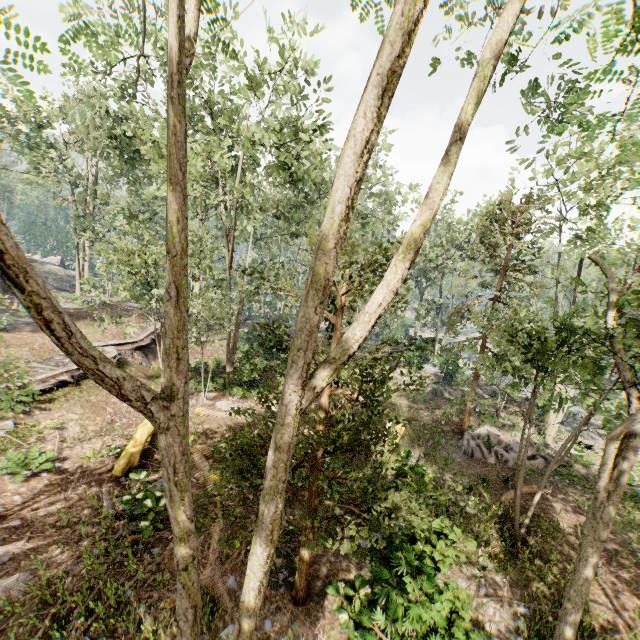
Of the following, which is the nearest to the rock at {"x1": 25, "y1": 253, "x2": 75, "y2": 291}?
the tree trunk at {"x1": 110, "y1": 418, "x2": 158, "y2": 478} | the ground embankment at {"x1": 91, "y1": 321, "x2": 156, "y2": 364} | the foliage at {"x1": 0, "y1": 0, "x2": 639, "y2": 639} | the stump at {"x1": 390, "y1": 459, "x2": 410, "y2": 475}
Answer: the foliage at {"x1": 0, "y1": 0, "x2": 639, "y2": 639}

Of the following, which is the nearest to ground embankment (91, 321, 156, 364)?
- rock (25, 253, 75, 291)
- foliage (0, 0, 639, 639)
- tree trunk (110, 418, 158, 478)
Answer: foliage (0, 0, 639, 639)

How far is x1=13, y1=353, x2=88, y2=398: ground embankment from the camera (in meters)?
13.87

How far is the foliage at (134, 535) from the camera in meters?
8.4 m

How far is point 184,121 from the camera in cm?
334

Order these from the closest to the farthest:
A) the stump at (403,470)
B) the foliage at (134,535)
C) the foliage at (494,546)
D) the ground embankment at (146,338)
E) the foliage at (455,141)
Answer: the foliage at (455,141)
the foliage at (134,535)
the foliage at (494,546)
the stump at (403,470)
the ground embankment at (146,338)

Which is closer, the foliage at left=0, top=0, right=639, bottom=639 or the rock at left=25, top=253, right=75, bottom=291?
the foliage at left=0, top=0, right=639, bottom=639
